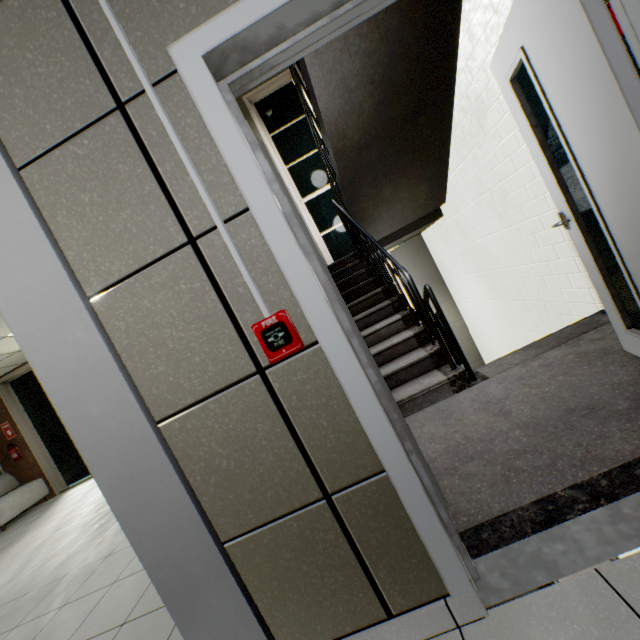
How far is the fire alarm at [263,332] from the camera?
1.05m

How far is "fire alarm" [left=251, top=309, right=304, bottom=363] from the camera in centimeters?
105cm

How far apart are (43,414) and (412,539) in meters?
10.3 m

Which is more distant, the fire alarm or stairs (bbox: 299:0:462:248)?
stairs (bbox: 299:0:462:248)

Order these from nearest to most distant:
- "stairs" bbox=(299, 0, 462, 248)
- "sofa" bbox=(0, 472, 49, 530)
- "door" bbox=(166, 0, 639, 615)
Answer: "door" bbox=(166, 0, 639, 615) < "stairs" bbox=(299, 0, 462, 248) < "sofa" bbox=(0, 472, 49, 530)

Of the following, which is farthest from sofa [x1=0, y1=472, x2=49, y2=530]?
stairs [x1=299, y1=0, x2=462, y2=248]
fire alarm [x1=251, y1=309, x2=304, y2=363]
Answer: fire alarm [x1=251, y1=309, x2=304, y2=363]

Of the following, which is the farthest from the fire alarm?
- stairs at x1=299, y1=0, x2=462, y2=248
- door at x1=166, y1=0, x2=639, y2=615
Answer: stairs at x1=299, y1=0, x2=462, y2=248

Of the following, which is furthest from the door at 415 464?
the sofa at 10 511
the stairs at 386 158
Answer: the sofa at 10 511
